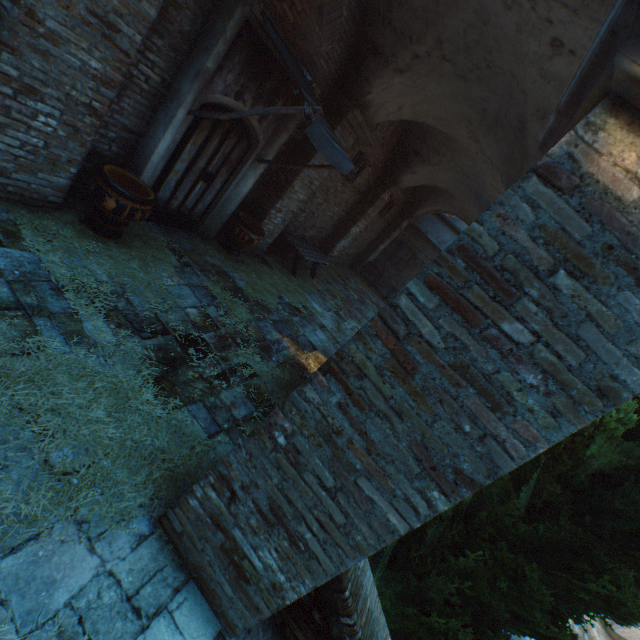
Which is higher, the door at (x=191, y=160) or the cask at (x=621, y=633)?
the door at (x=191, y=160)

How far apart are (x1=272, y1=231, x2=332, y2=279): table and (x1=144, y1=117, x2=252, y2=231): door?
2.7m

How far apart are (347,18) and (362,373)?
6.7 meters

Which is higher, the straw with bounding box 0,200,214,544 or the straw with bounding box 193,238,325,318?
the straw with bounding box 193,238,325,318

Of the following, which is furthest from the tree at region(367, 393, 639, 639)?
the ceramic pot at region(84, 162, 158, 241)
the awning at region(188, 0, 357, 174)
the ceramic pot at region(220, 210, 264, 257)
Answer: the ceramic pot at region(220, 210, 264, 257)

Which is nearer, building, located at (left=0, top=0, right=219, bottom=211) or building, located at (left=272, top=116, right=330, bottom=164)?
building, located at (left=0, top=0, right=219, bottom=211)

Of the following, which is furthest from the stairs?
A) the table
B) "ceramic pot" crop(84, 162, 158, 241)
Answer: the table

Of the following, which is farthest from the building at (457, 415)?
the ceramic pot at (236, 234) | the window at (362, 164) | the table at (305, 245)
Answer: the window at (362, 164)
